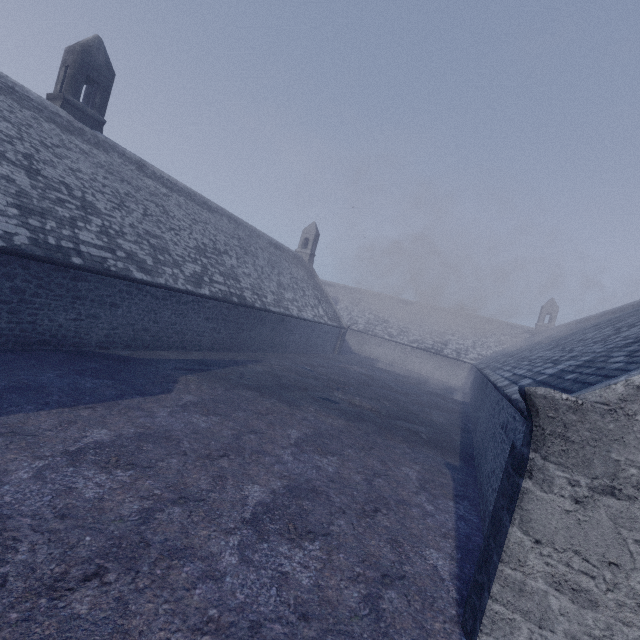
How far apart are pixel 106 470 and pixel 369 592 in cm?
449
